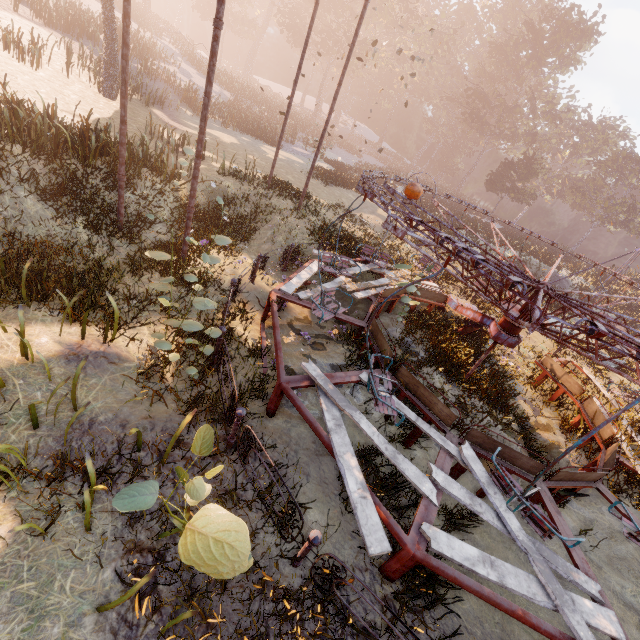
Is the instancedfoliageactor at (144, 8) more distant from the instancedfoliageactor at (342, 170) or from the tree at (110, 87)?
the instancedfoliageactor at (342, 170)

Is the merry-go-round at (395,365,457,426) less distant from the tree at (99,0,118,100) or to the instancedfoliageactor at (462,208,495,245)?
the instancedfoliageactor at (462,208,495,245)

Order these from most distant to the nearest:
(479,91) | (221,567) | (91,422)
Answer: (479,91), (91,422), (221,567)

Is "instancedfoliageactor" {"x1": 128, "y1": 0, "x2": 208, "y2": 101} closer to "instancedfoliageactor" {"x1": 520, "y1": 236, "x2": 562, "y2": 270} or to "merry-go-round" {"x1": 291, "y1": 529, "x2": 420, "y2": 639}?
"instancedfoliageactor" {"x1": 520, "y1": 236, "x2": 562, "y2": 270}

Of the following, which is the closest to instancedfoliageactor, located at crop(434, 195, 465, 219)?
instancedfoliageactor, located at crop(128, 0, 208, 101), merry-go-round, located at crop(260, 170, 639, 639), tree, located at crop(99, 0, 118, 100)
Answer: instancedfoliageactor, located at crop(128, 0, 208, 101)

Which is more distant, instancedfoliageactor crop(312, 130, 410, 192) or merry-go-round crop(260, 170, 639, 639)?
instancedfoliageactor crop(312, 130, 410, 192)

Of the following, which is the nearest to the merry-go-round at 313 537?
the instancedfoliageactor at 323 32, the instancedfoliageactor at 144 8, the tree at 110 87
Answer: the instancedfoliageactor at 323 32
